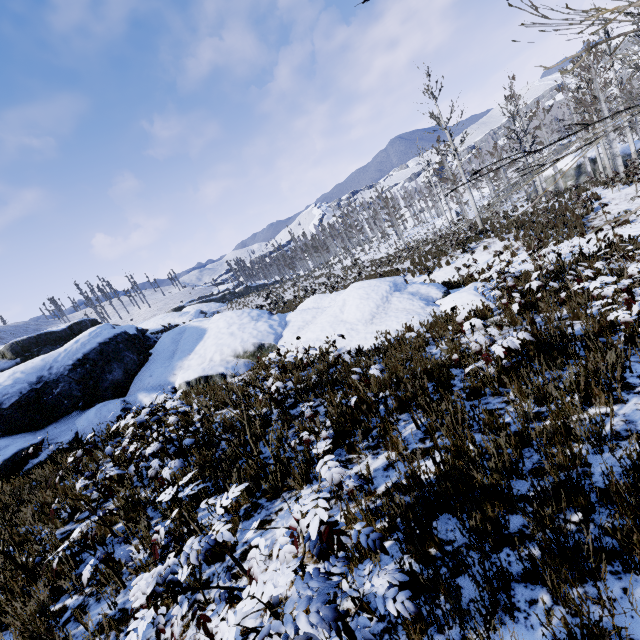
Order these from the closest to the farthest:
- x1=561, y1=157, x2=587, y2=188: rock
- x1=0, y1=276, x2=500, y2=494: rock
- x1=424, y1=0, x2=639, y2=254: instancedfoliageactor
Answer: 1. x1=424, y1=0, x2=639, y2=254: instancedfoliageactor
2. x1=0, y1=276, x2=500, y2=494: rock
3. x1=561, y1=157, x2=587, y2=188: rock

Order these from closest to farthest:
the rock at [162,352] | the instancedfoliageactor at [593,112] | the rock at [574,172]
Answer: the instancedfoliageactor at [593,112], the rock at [162,352], the rock at [574,172]

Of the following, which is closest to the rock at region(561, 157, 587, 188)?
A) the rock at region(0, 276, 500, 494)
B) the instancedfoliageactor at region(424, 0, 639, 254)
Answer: the instancedfoliageactor at region(424, 0, 639, 254)

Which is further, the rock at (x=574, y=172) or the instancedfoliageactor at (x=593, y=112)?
the rock at (x=574, y=172)

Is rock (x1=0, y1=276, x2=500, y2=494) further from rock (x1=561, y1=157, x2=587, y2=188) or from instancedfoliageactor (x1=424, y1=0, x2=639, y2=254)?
rock (x1=561, y1=157, x2=587, y2=188)

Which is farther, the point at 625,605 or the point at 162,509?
the point at 162,509

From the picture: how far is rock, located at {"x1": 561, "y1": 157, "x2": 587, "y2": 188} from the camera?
34.4 meters
